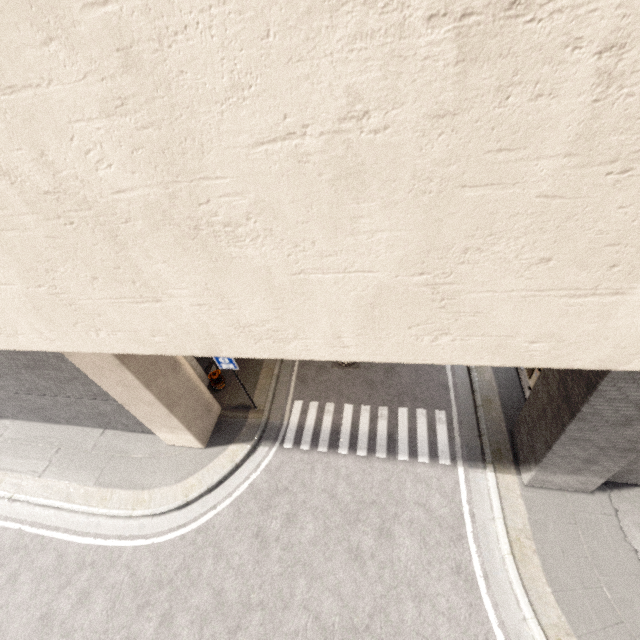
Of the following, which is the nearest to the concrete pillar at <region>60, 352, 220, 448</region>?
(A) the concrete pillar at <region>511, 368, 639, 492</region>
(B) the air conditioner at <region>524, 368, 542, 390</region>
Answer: (A) the concrete pillar at <region>511, 368, 639, 492</region>

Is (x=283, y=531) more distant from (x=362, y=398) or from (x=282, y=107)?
(x=282, y=107)

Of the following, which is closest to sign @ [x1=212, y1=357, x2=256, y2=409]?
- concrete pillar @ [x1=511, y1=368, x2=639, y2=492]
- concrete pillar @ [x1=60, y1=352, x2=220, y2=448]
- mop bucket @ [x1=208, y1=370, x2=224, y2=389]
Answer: concrete pillar @ [x1=60, y1=352, x2=220, y2=448]

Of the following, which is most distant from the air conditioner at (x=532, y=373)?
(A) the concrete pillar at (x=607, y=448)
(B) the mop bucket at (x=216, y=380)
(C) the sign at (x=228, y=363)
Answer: (B) the mop bucket at (x=216, y=380)

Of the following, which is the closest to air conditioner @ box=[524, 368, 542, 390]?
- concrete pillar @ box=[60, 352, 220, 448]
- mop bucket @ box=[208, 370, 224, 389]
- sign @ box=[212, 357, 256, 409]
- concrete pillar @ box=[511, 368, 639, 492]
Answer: concrete pillar @ box=[511, 368, 639, 492]

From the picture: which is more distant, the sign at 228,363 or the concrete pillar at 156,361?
the sign at 228,363

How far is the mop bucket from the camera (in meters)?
10.96

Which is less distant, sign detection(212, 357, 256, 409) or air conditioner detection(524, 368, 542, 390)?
air conditioner detection(524, 368, 542, 390)
